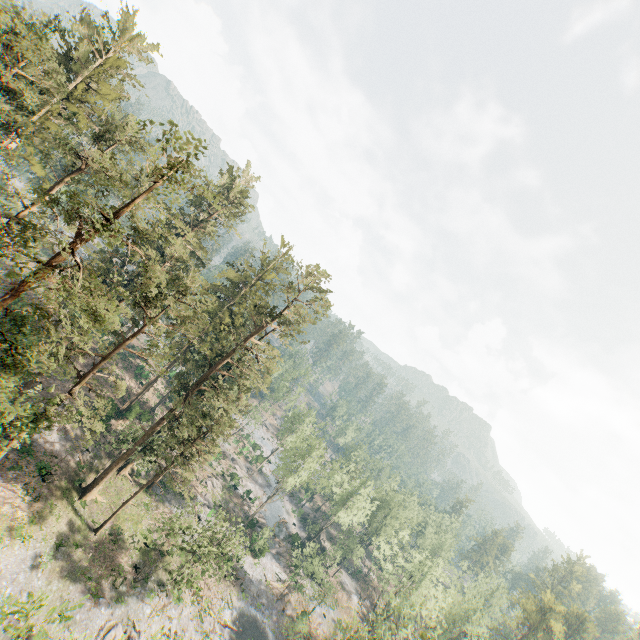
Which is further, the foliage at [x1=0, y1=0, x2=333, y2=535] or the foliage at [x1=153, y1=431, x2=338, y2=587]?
the foliage at [x1=153, y1=431, x2=338, y2=587]

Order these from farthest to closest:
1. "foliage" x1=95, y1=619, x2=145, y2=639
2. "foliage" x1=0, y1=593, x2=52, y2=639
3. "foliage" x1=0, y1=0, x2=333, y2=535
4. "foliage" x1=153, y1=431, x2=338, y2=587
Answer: "foliage" x1=153, y1=431, x2=338, y2=587 < "foliage" x1=95, y1=619, x2=145, y2=639 < "foliage" x1=0, y1=0, x2=333, y2=535 < "foliage" x1=0, y1=593, x2=52, y2=639

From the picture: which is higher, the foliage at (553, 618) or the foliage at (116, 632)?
the foliage at (553, 618)

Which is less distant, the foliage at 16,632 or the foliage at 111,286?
the foliage at 16,632

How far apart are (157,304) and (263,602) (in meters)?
44.26

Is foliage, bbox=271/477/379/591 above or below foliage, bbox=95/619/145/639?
above

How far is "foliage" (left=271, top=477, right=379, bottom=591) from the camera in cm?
4541
